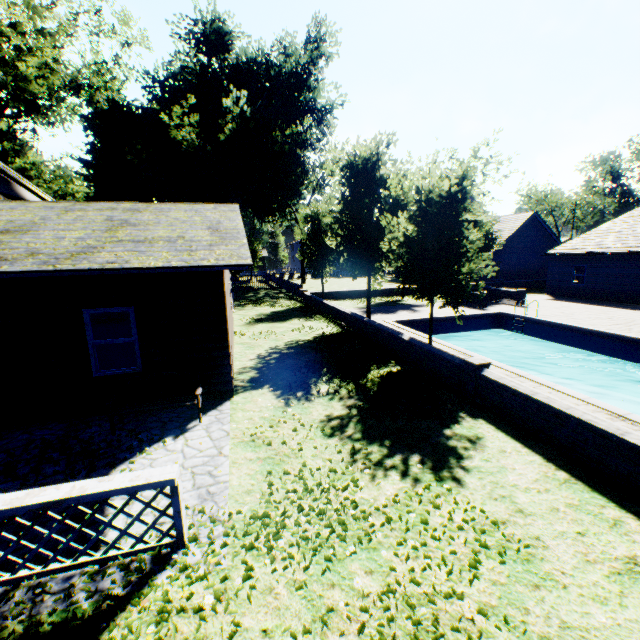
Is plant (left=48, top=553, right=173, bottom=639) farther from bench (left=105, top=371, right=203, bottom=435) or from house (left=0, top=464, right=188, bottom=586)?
bench (left=105, top=371, right=203, bottom=435)

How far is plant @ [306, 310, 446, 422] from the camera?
7.77m

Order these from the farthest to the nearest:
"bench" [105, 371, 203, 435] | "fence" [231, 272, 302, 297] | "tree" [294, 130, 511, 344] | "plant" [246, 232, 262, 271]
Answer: "plant" [246, 232, 262, 271], "fence" [231, 272, 302, 297], "tree" [294, 130, 511, 344], "bench" [105, 371, 203, 435]

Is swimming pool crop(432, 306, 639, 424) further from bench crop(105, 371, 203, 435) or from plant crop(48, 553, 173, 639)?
bench crop(105, 371, 203, 435)

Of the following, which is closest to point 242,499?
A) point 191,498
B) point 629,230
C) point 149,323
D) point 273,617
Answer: point 191,498

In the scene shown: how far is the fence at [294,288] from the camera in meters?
31.4

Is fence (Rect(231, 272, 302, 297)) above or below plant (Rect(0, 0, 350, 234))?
below

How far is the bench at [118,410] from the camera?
6.8 meters
